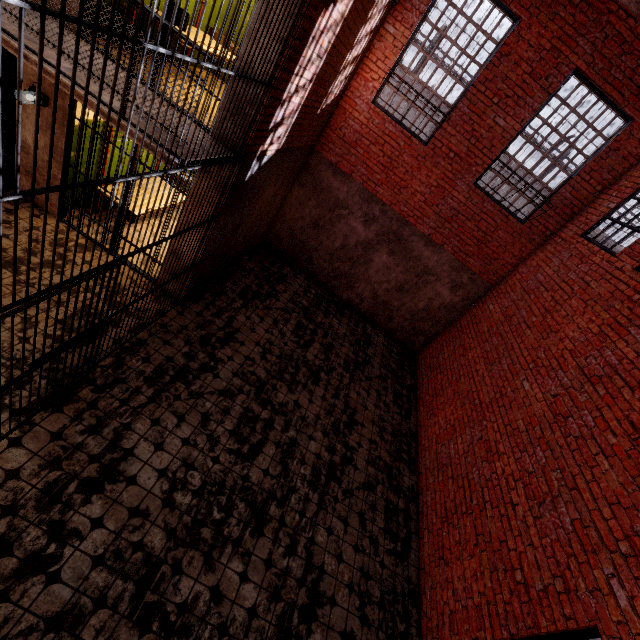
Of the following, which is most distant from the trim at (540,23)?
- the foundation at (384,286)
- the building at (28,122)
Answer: the building at (28,122)

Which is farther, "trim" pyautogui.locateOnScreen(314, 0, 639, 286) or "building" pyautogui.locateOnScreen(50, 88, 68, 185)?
"trim" pyautogui.locateOnScreen(314, 0, 639, 286)

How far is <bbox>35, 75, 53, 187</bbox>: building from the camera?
4.80m

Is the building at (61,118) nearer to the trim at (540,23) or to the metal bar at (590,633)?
the trim at (540,23)

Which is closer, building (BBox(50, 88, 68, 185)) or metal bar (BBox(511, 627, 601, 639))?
metal bar (BBox(511, 627, 601, 639))

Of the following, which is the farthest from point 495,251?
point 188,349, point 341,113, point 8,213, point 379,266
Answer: point 8,213

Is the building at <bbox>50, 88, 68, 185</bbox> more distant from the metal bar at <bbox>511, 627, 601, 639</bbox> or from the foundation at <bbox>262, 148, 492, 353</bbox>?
the metal bar at <bbox>511, 627, 601, 639</bbox>

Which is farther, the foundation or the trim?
the foundation
